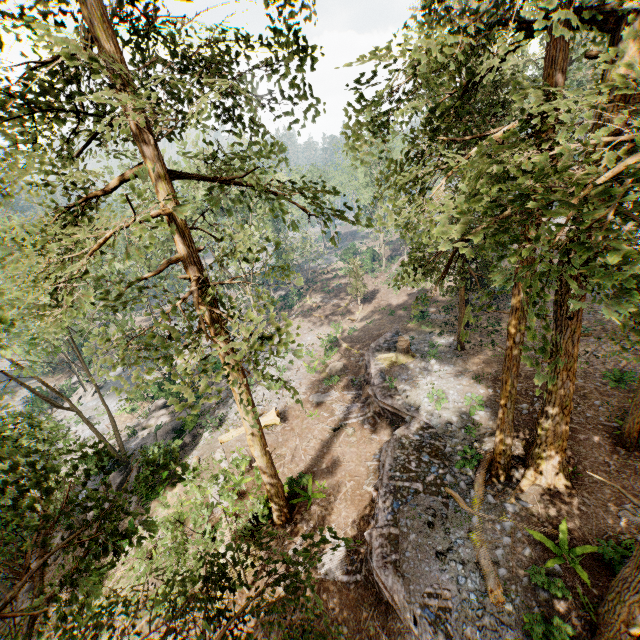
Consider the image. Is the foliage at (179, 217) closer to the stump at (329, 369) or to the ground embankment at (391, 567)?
the ground embankment at (391, 567)

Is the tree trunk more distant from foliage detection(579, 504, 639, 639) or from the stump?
the stump

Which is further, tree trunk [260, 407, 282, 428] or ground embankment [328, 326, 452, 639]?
tree trunk [260, 407, 282, 428]

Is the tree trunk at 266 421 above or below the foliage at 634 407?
below

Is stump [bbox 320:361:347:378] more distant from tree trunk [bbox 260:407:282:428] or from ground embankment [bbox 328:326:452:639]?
tree trunk [bbox 260:407:282:428]

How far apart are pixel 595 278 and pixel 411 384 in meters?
18.3 m

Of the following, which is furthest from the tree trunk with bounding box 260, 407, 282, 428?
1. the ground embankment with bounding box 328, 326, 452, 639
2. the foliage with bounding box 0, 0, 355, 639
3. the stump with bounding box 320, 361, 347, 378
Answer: the stump with bounding box 320, 361, 347, 378
